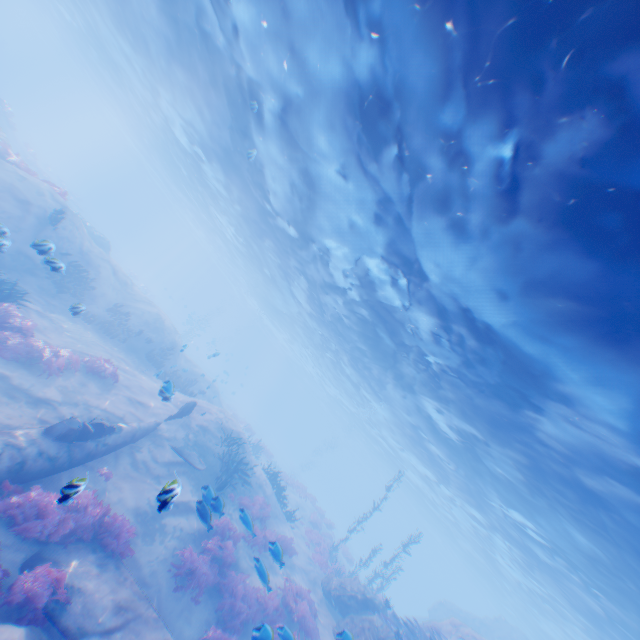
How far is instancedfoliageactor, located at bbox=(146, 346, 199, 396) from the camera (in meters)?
19.20

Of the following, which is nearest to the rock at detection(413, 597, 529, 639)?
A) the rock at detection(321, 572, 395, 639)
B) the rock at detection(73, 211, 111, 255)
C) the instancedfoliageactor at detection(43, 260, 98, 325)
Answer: the rock at detection(321, 572, 395, 639)

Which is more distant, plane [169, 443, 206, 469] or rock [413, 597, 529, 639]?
rock [413, 597, 529, 639]

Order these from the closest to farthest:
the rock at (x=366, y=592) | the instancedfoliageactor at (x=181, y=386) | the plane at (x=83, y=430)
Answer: the plane at (x=83, y=430) → the rock at (x=366, y=592) → the instancedfoliageactor at (x=181, y=386)

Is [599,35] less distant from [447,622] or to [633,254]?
[633,254]

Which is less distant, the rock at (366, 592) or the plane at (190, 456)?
the rock at (366, 592)

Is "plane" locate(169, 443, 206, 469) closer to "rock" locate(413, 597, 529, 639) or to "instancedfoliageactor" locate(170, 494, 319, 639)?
"instancedfoliageactor" locate(170, 494, 319, 639)

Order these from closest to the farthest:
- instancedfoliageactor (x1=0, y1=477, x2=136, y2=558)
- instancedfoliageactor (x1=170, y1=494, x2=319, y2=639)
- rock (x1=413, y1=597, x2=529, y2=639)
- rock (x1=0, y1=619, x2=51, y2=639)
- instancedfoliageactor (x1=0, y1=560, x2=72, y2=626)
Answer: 1. rock (x1=0, y1=619, x2=51, y2=639)
2. instancedfoliageactor (x1=0, y1=560, x2=72, y2=626)
3. instancedfoliageactor (x1=0, y1=477, x2=136, y2=558)
4. instancedfoliageactor (x1=170, y1=494, x2=319, y2=639)
5. rock (x1=413, y1=597, x2=529, y2=639)
